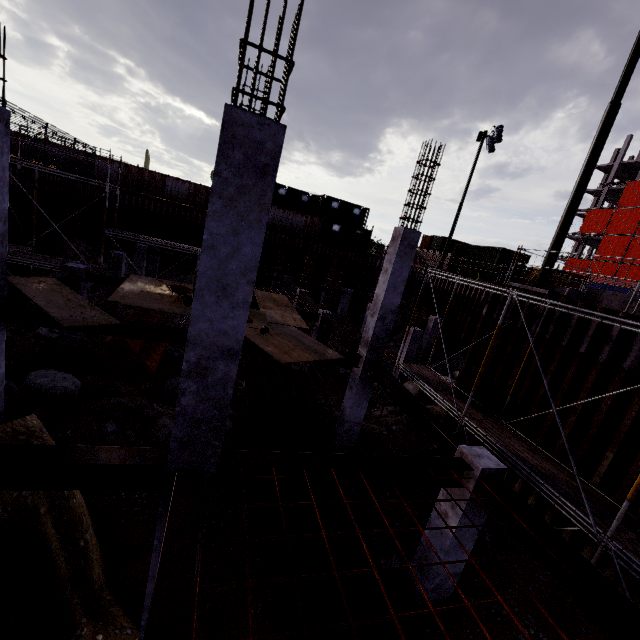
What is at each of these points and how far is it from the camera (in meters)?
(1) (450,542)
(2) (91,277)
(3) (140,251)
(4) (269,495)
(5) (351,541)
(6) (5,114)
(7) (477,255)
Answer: (1) concrete column, 5.90
(2) steel beam, 12.07
(3) concrete column, 20.84
(4) pipe, 7.46
(5) pipe, 6.86
(6) concrete column, 6.59
(7) cargo container, 24.81

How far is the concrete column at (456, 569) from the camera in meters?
6.1

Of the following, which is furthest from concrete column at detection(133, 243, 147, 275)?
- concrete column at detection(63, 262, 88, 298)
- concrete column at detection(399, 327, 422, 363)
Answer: concrete column at detection(399, 327, 422, 363)

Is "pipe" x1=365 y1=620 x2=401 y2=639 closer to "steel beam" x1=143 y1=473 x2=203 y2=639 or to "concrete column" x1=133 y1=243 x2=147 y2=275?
"steel beam" x1=143 y1=473 x2=203 y2=639

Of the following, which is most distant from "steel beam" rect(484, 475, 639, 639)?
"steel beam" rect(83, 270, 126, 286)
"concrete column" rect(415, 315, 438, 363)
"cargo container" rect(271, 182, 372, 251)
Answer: "cargo container" rect(271, 182, 372, 251)

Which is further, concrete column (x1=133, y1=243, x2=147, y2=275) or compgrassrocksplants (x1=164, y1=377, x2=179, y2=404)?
concrete column (x1=133, y1=243, x2=147, y2=275)

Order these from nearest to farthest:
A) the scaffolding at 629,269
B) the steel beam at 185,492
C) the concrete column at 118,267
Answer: the steel beam at 185,492 < the scaffolding at 629,269 < the concrete column at 118,267

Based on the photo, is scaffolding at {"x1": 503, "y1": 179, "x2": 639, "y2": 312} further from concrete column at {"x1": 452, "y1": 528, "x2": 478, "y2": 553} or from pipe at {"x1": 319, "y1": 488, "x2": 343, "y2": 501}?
concrete column at {"x1": 452, "y1": 528, "x2": 478, "y2": 553}
